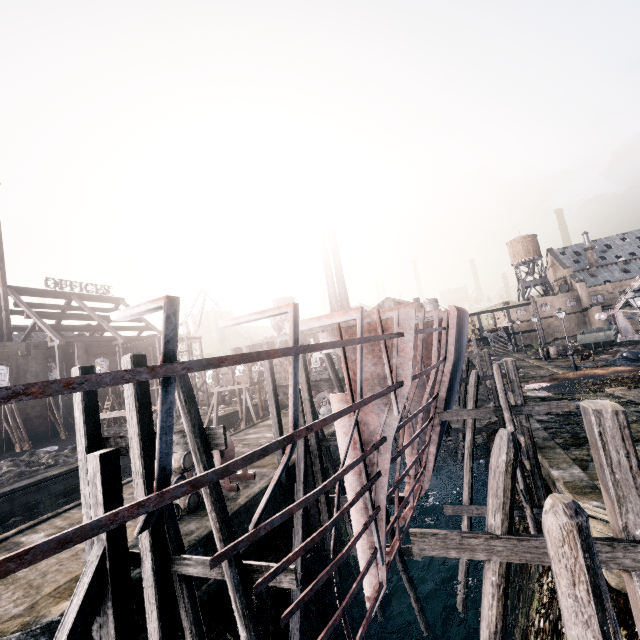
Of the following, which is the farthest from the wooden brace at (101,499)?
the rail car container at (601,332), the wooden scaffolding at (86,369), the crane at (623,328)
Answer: the crane at (623,328)

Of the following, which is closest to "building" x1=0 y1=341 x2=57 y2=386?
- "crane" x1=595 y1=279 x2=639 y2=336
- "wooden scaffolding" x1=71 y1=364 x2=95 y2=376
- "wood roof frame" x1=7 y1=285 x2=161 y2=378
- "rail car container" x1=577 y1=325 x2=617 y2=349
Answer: "wood roof frame" x1=7 y1=285 x2=161 y2=378

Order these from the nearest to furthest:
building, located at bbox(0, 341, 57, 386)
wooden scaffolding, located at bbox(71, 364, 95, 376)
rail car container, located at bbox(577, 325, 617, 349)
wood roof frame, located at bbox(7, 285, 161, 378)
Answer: wooden scaffolding, located at bbox(71, 364, 95, 376), building, located at bbox(0, 341, 57, 386), rail car container, located at bbox(577, 325, 617, 349), wood roof frame, located at bbox(7, 285, 161, 378)

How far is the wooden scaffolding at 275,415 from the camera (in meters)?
16.59

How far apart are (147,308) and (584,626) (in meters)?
4.90

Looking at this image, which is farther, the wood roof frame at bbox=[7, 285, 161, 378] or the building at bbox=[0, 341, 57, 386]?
the wood roof frame at bbox=[7, 285, 161, 378]

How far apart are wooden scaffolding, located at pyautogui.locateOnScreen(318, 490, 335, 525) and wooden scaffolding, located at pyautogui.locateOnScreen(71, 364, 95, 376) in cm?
830

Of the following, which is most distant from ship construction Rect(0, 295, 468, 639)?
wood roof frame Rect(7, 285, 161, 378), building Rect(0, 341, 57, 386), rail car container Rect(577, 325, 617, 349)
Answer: building Rect(0, 341, 57, 386)
